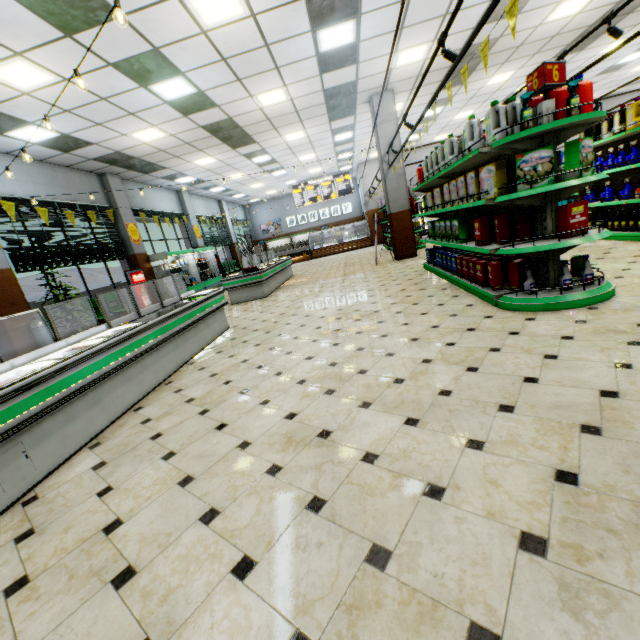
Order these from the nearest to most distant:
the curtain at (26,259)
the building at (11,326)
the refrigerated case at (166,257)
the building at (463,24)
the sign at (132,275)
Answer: the building at (463,24) < the building at (11,326) < the curtain at (26,259) < the sign at (132,275) < the refrigerated case at (166,257)

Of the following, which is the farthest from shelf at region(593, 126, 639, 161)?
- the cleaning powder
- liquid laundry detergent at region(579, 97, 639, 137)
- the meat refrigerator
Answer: the meat refrigerator

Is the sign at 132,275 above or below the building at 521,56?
below

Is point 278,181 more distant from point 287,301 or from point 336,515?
point 336,515

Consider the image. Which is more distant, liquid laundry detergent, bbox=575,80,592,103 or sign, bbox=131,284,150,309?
sign, bbox=131,284,150,309

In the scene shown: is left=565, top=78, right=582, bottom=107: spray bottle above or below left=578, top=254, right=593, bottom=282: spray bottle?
above

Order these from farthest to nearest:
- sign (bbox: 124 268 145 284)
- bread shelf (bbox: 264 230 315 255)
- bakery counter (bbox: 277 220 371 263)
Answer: bread shelf (bbox: 264 230 315 255) < bakery counter (bbox: 277 220 371 263) < sign (bbox: 124 268 145 284)

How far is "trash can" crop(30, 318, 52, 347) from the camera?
7.3 meters
